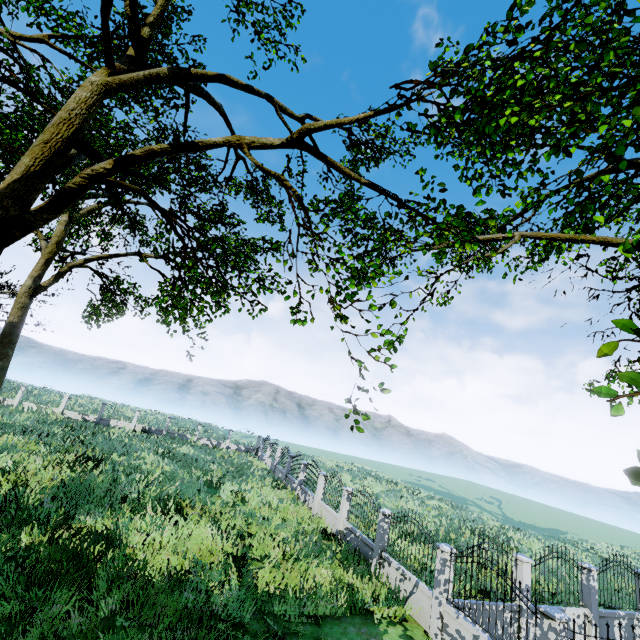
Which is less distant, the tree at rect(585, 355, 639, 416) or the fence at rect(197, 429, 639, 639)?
the tree at rect(585, 355, 639, 416)

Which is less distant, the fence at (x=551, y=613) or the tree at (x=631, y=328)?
the tree at (x=631, y=328)

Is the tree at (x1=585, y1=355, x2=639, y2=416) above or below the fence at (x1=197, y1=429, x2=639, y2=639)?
above

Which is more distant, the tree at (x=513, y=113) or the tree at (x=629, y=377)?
the tree at (x=513, y=113)

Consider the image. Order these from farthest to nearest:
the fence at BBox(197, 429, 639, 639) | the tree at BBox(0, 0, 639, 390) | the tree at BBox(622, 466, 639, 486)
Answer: the fence at BBox(197, 429, 639, 639), the tree at BBox(0, 0, 639, 390), the tree at BBox(622, 466, 639, 486)

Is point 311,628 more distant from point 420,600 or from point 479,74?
point 479,74
